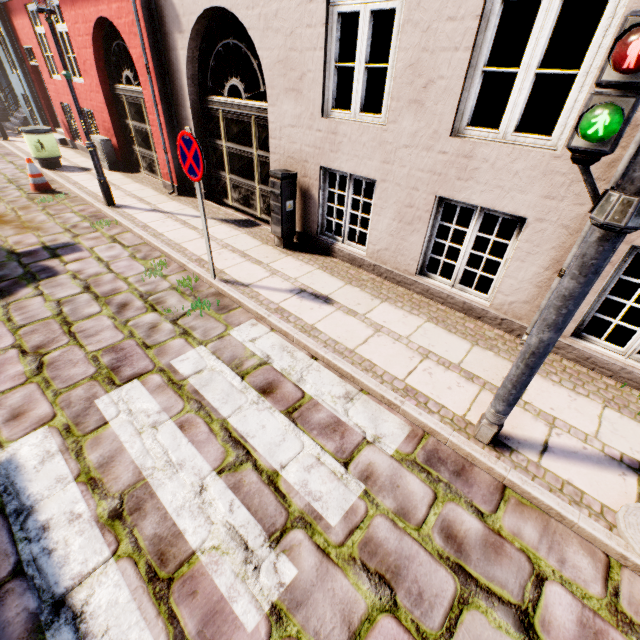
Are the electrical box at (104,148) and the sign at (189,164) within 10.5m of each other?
yes

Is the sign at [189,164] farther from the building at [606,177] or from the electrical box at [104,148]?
the electrical box at [104,148]

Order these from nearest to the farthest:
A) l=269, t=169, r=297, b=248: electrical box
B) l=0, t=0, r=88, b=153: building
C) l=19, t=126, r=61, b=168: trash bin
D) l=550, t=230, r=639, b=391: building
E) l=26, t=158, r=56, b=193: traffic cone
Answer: l=550, t=230, r=639, b=391: building → l=269, t=169, r=297, b=248: electrical box → l=26, t=158, r=56, b=193: traffic cone → l=19, t=126, r=61, b=168: trash bin → l=0, t=0, r=88, b=153: building

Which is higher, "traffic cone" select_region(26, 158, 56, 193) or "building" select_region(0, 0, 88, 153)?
"building" select_region(0, 0, 88, 153)

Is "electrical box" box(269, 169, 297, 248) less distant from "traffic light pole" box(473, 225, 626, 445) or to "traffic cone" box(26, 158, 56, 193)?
"traffic light pole" box(473, 225, 626, 445)

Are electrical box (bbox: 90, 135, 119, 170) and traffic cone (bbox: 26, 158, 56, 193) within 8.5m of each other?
yes

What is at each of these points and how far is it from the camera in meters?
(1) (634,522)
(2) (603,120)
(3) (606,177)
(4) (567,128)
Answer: (1) hydrant, 2.3
(2) pedestrian light, 1.5
(3) building, 3.0
(4) building, 3.1

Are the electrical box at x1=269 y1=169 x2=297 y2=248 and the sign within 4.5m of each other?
yes
